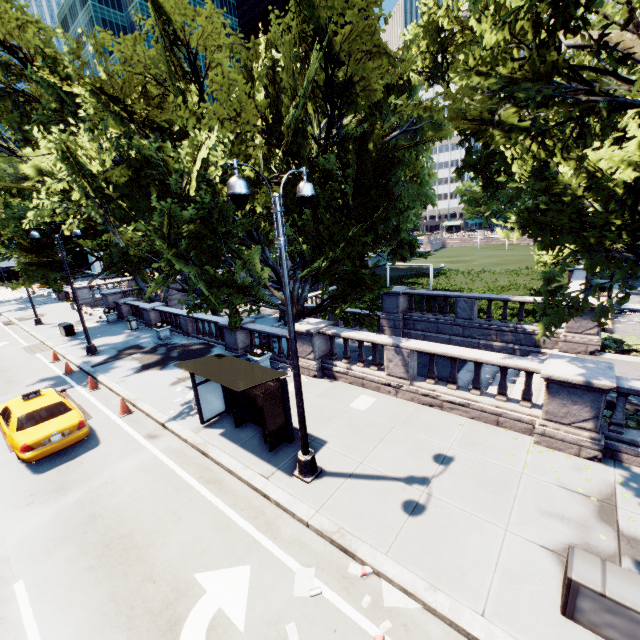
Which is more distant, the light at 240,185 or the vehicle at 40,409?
the vehicle at 40,409

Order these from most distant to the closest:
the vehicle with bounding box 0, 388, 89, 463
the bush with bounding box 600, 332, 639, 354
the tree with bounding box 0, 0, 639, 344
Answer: the bush with bounding box 600, 332, 639, 354
the vehicle with bounding box 0, 388, 89, 463
the tree with bounding box 0, 0, 639, 344

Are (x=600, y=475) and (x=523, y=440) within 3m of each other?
yes

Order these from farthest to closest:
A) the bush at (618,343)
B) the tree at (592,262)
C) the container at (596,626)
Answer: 1. the bush at (618,343)
2. the tree at (592,262)
3. the container at (596,626)

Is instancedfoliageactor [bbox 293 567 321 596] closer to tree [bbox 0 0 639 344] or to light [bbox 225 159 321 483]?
light [bbox 225 159 321 483]

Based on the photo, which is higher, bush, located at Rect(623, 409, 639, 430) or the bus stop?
the bus stop

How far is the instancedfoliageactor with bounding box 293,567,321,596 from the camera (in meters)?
5.84

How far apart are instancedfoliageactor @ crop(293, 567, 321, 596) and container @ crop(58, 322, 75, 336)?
25.4 meters
